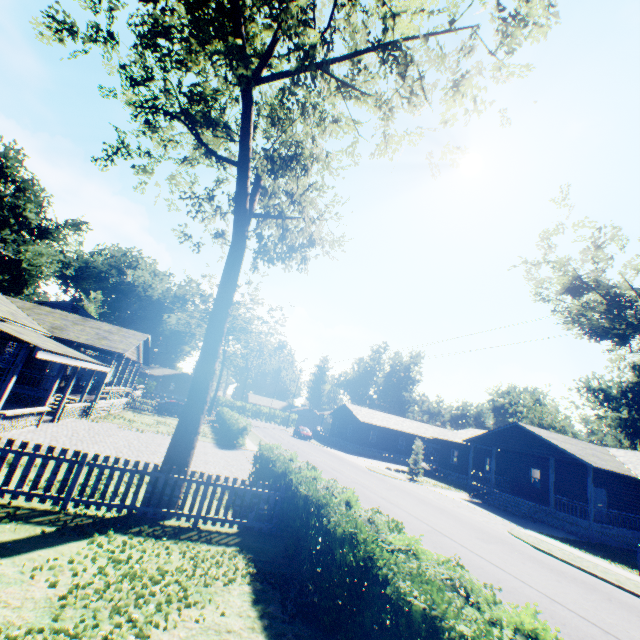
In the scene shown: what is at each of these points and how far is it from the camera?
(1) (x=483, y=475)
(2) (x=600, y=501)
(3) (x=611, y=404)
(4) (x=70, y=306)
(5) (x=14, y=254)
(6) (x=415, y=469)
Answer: (1) house, 29.98m
(2) door, 24.08m
(3) plant, 38.91m
(4) house, 41.44m
(5) plant, 43.47m
(6) tree, 31.06m

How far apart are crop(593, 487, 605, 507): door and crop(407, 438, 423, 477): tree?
12.8 meters

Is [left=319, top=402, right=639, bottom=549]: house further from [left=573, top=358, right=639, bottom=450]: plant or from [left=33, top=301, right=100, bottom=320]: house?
[left=33, top=301, right=100, bottom=320]: house

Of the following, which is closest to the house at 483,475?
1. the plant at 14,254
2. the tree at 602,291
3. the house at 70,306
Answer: the tree at 602,291

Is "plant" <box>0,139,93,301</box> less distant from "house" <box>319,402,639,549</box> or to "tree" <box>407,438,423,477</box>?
"tree" <box>407,438,423,477</box>

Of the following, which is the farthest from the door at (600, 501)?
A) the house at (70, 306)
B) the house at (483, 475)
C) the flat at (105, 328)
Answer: the house at (70, 306)

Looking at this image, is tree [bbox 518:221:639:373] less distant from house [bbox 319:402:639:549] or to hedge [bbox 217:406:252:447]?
house [bbox 319:402:639:549]

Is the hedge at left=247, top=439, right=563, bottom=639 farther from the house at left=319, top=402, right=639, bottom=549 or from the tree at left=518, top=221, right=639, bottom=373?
the tree at left=518, top=221, right=639, bottom=373
